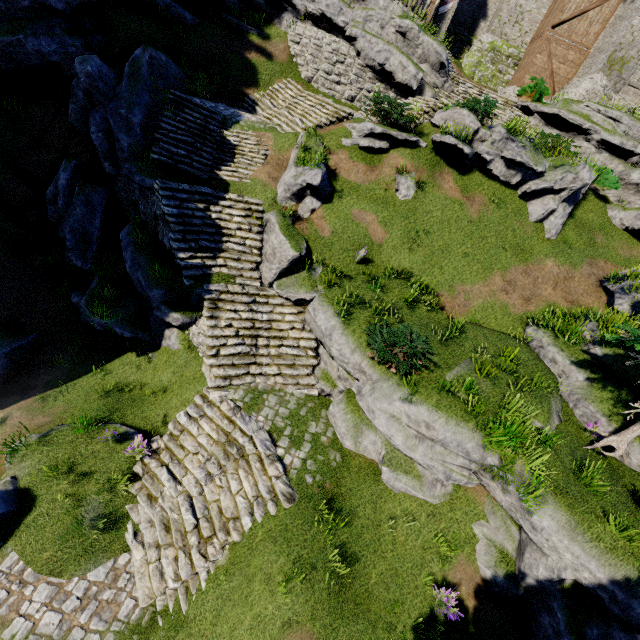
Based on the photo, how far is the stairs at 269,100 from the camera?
15.45m

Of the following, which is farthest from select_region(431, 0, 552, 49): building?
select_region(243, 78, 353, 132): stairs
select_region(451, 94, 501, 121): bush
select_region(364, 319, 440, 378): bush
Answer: select_region(364, 319, 440, 378): bush

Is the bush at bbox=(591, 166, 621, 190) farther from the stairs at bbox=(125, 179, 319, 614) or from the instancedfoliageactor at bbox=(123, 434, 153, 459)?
the instancedfoliageactor at bbox=(123, 434, 153, 459)

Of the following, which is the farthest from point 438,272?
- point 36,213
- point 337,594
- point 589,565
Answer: point 36,213

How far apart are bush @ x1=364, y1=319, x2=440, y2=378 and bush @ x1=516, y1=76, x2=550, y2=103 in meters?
19.3 m

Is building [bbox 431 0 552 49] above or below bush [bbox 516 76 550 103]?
above

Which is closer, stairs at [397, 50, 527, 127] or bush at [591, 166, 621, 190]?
stairs at [397, 50, 527, 127]

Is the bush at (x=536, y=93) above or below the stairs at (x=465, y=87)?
above
